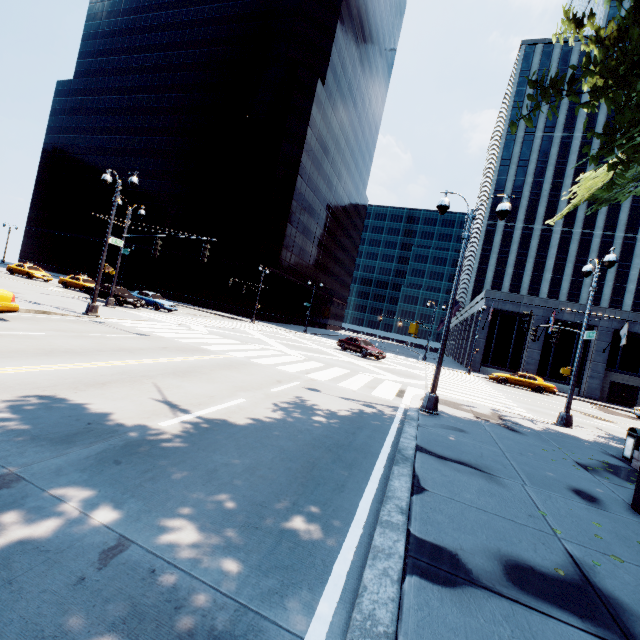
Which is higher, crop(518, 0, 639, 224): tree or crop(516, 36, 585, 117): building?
crop(516, 36, 585, 117): building

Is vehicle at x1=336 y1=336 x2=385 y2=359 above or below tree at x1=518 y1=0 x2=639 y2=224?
below

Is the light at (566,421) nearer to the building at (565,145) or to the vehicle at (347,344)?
the vehicle at (347,344)

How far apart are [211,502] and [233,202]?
54.8m

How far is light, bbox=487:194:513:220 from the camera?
10.3 meters

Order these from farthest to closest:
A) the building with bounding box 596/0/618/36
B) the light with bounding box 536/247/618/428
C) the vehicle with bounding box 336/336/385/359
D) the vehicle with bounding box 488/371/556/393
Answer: the building with bounding box 596/0/618/36 → the vehicle with bounding box 488/371/556/393 → the vehicle with bounding box 336/336/385/359 → the light with bounding box 536/247/618/428

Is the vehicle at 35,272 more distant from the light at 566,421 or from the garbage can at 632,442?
the garbage can at 632,442

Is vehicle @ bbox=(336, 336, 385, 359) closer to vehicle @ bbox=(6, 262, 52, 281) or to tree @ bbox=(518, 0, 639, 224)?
tree @ bbox=(518, 0, 639, 224)
